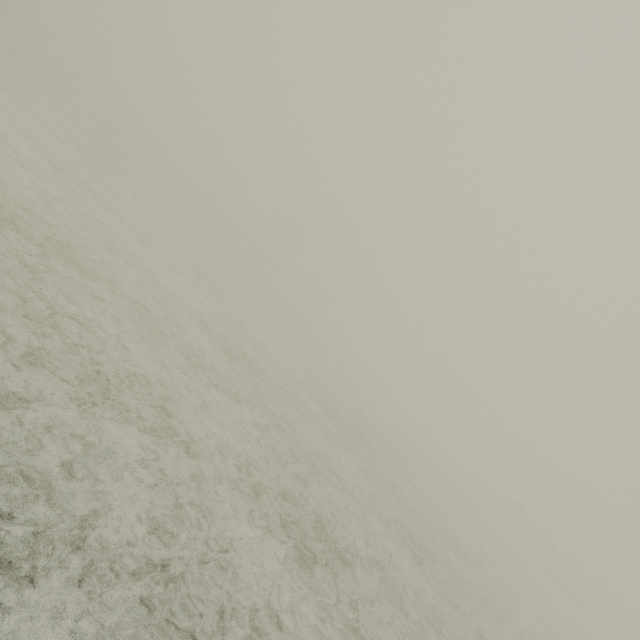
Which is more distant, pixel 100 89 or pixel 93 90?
pixel 100 89
